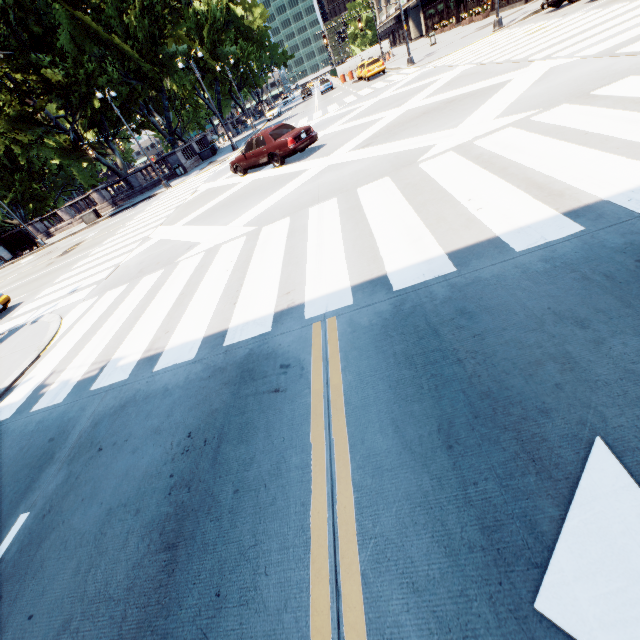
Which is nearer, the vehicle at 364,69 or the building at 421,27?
the vehicle at 364,69

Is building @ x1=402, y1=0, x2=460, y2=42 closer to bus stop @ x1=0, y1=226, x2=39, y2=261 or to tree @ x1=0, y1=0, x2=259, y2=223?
tree @ x1=0, y1=0, x2=259, y2=223

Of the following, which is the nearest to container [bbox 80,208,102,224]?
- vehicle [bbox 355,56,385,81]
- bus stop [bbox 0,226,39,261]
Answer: bus stop [bbox 0,226,39,261]

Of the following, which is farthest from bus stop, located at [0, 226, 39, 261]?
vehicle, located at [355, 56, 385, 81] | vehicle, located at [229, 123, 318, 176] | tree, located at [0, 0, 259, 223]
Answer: vehicle, located at [355, 56, 385, 81]

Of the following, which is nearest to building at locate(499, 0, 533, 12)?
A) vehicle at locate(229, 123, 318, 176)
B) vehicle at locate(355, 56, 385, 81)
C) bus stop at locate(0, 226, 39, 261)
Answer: vehicle at locate(355, 56, 385, 81)

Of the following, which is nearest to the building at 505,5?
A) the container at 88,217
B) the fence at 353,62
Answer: the fence at 353,62

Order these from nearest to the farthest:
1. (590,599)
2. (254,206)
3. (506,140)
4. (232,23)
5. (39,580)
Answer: (590,599) < (39,580) < (506,140) < (254,206) < (232,23)

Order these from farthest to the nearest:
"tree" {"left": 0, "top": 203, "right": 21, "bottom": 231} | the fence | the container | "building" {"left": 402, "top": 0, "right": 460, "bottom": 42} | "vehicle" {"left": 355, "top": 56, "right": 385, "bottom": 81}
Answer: the fence
"building" {"left": 402, "top": 0, "right": 460, "bottom": 42}
"tree" {"left": 0, "top": 203, "right": 21, "bottom": 231}
"vehicle" {"left": 355, "top": 56, "right": 385, "bottom": 81}
the container
